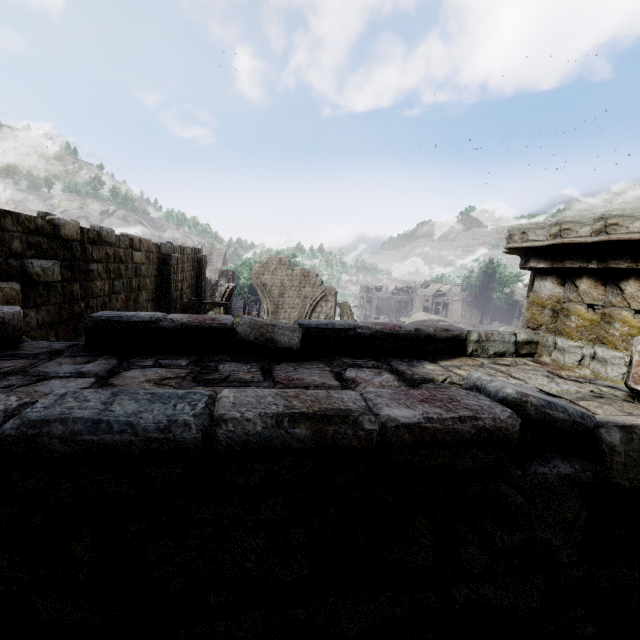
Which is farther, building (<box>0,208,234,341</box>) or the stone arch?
building (<box>0,208,234,341</box>)

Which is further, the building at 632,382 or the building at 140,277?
the building at 140,277

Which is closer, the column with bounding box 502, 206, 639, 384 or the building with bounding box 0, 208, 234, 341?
the column with bounding box 502, 206, 639, 384

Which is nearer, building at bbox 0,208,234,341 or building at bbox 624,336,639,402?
building at bbox 624,336,639,402

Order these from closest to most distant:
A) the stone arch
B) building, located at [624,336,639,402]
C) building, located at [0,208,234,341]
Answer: the stone arch → building, located at [624,336,639,402] → building, located at [0,208,234,341]

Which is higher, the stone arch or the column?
the column

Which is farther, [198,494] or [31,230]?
[31,230]

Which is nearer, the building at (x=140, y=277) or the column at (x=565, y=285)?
the column at (x=565, y=285)
